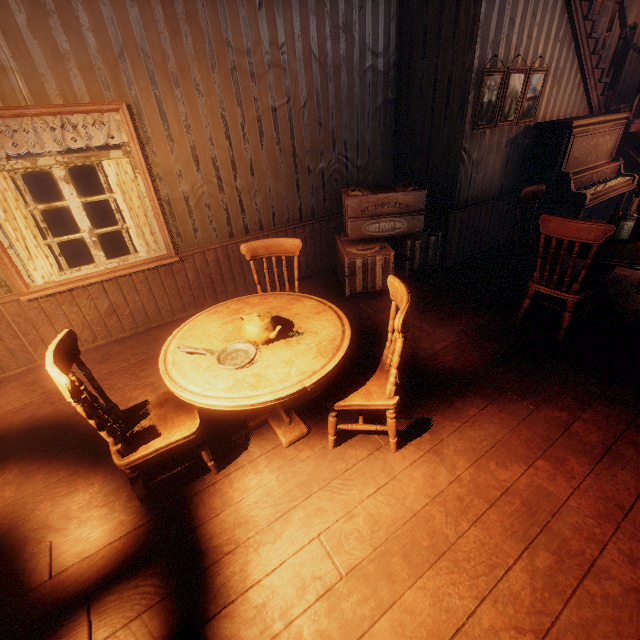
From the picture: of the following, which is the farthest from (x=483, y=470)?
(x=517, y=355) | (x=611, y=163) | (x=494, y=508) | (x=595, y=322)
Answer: (x=611, y=163)

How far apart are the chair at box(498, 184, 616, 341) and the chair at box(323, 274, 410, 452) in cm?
196

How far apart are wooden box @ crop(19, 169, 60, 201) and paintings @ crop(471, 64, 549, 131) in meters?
17.1

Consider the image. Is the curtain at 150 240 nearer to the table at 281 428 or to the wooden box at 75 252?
the wooden box at 75 252

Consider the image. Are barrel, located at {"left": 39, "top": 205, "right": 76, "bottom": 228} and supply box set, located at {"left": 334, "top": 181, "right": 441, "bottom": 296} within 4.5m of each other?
no

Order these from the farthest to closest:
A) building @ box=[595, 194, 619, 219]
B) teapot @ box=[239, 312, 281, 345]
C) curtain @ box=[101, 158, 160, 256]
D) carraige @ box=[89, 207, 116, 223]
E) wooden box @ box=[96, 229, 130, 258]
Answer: carraige @ box=[89, 207, 116, 223], building @ box=[595, 194, 619, 219], wooden box @ box=[96, 229, 130, 258], curtain @ box=[101, 158, 160, 256], teapot @ box=[239, 312, 281, 345]

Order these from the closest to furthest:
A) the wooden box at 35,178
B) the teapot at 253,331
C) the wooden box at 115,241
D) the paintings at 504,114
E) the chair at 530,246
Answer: the teapot at 253,331 < the chair at 530,246 < the paintings at 504,114 < the wooden box at 115,241 < the wooden box at 35,178

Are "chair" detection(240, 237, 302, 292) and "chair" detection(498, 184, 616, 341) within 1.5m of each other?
no
